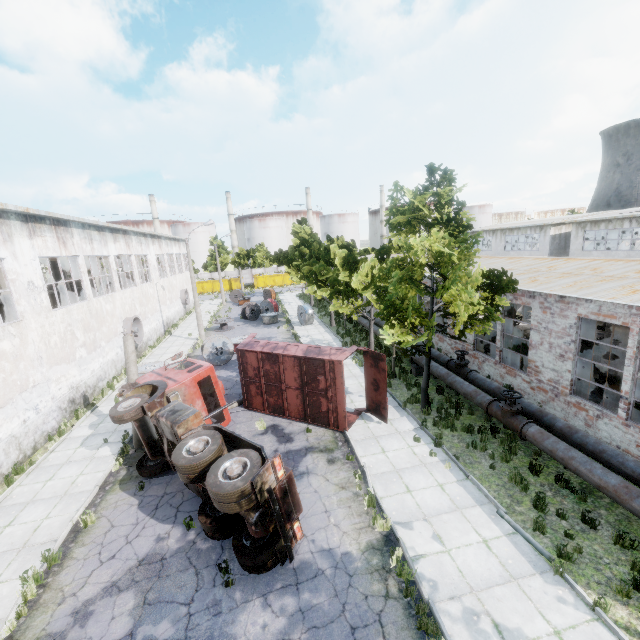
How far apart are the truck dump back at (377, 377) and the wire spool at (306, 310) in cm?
1679

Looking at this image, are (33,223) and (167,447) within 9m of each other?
no

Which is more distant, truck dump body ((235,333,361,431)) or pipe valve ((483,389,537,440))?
truck dump body ((235,333,361,431))

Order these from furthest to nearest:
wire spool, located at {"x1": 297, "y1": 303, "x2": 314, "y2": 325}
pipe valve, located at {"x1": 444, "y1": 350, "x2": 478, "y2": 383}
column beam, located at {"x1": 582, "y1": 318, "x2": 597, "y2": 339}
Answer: wire spool, located at {"x1": 297, "y1": 303, "x2": 314, "y2": 325}
column beam, located at {"x1": 582, "y1": 318, "x2": 597, "y2": 339}
pipe valve, located at {"x1": 444, "y1": 350, "x2": 478, "y2": 383}

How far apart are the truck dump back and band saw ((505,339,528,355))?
7.4m

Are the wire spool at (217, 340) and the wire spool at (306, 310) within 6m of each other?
no

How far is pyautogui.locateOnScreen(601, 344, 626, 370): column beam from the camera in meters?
13.5 m

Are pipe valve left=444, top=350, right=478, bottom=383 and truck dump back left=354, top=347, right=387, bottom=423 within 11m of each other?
yes
